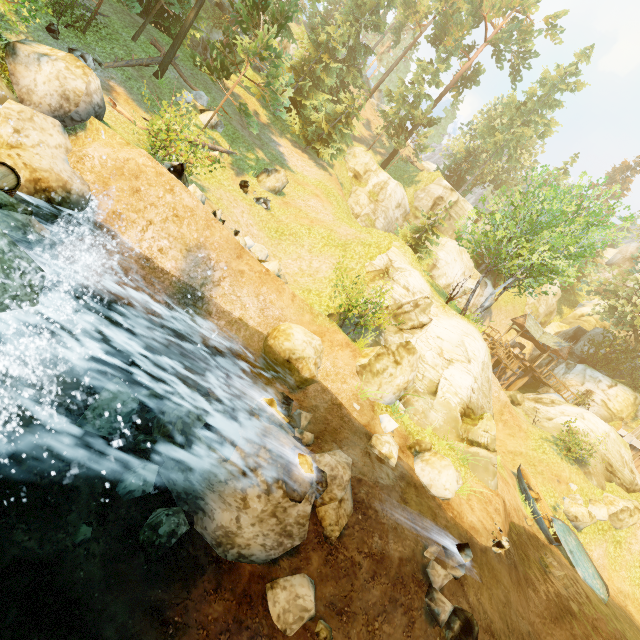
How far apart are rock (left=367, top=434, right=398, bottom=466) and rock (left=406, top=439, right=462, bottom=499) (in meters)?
1.03

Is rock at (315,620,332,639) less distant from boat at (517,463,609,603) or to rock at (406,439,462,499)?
rock at (406,439,462,499)

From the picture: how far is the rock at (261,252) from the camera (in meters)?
12.75

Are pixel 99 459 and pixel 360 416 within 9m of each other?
yes

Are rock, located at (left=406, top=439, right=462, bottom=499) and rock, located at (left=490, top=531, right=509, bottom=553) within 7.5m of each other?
yes

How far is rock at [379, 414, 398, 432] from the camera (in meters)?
11.14

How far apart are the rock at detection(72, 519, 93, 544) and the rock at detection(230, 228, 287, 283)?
9.6m

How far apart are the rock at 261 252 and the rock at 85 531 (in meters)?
9.61
